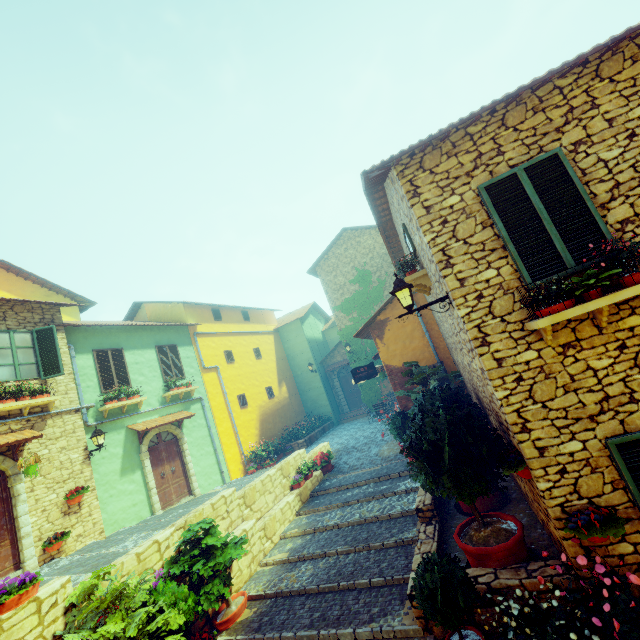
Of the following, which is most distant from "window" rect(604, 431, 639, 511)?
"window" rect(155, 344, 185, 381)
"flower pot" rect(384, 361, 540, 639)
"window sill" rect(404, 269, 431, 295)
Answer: "window" rect(155, 344, 185, 381)

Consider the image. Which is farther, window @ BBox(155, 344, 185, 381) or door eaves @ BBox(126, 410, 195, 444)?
window @ BBox(155, 344, 185, 381)

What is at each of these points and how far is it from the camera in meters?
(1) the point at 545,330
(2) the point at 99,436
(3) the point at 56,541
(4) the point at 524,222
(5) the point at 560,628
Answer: (1) window sill, 4.1
(2) street light, 10.3
(3) flower pot, 8.5
(4) window, 4.5
(5) flower pot, 3.8

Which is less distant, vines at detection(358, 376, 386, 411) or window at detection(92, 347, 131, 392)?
window at detection(92, 347, 131, 392)

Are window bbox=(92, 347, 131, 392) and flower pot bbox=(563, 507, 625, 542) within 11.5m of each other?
no

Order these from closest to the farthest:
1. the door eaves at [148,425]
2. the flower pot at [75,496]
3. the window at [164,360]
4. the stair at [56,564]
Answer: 1. the stair at [56,564]
2. the flower pot at [75,496]
3. the door eaves at [148,425]
4. the window at [164,360]

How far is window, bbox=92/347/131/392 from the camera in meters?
11.7 m

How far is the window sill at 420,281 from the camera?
6.82m
